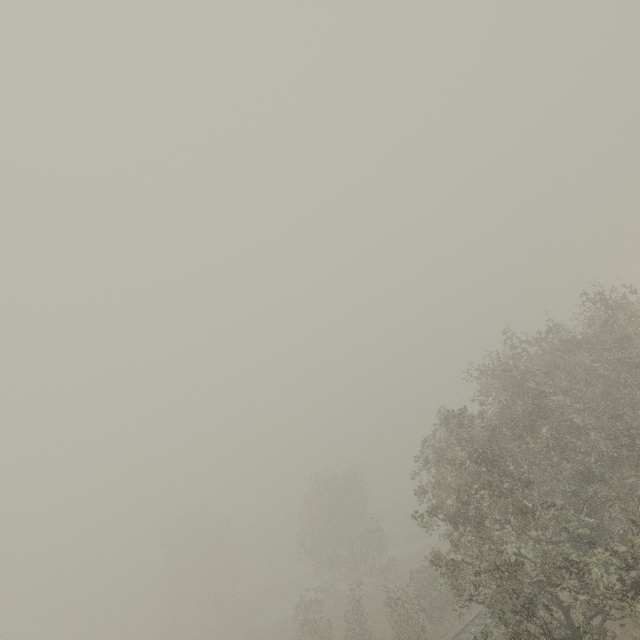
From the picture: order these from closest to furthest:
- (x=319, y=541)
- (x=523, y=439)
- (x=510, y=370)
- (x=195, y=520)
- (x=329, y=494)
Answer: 1. (x=523, y=439)
2. (x=510, y=370)
3. (x=319, y=541)
4. (x=329, y=494)
5. (x=195, y=520)
